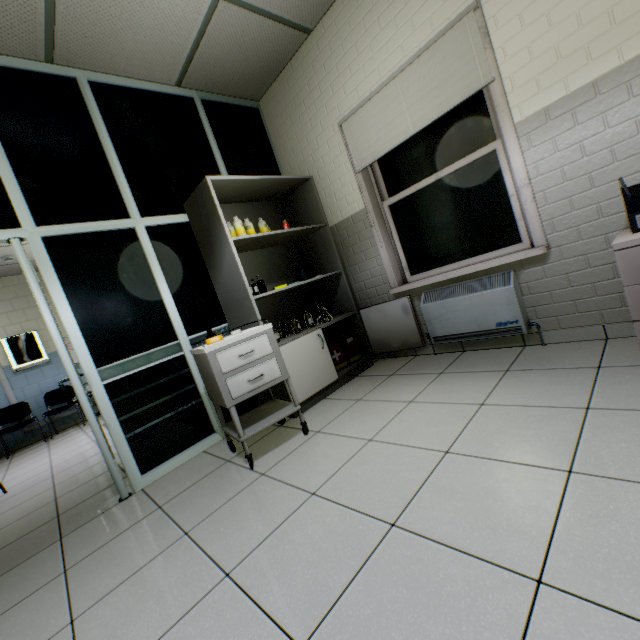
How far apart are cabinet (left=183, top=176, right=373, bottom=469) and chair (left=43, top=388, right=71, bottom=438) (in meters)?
5.27

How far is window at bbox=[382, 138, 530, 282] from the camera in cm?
248

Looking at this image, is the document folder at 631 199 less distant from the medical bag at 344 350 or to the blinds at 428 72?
the blinds at 428 72

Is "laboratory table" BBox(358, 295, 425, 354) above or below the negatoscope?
below

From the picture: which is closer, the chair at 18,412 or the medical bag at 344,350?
the medical bag at 344,350

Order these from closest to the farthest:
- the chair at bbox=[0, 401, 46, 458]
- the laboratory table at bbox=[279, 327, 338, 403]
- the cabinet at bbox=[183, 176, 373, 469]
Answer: the cabinet at bbox=[183, 176, 373, 469], the laboratory table at bbox=[279, 327, 338, 403], the chair at bbox=[0, 401, 46, 458]

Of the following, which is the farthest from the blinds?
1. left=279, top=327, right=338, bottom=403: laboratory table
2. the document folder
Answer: left=279, top=327, right=338, bottom=403: laboratory table

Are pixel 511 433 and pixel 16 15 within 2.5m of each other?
no
